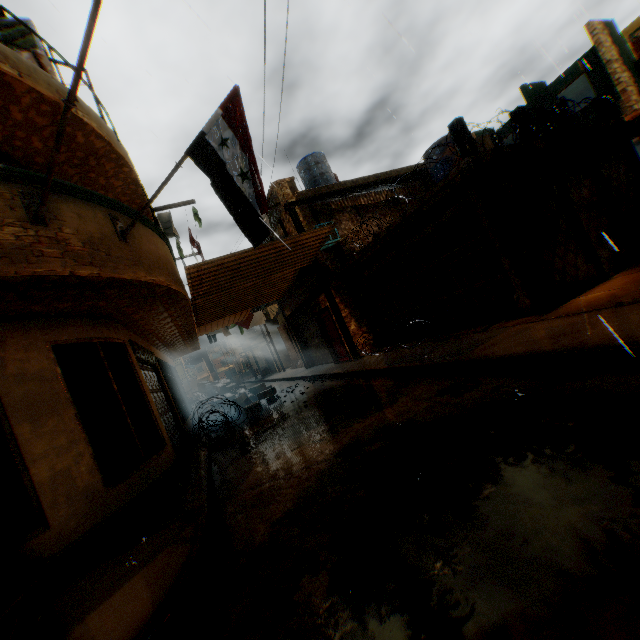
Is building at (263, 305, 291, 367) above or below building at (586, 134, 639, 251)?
above

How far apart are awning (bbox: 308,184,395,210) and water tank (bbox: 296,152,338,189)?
2.2m

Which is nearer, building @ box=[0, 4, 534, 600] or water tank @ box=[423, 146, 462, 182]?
building @ box=[0, 4, 534, 600]

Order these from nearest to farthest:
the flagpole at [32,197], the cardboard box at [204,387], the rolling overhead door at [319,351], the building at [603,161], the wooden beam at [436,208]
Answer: the flagpole at [32,197], the wooden beam at [436,208], the building at [603,161], the cardboard box at [204,387], the rolling overhead door at [319,351]

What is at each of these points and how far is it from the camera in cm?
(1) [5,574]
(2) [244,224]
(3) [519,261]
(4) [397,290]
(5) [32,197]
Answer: (1) cardboard box, 250
(2) flag, 473
(3) wooden beam, 675
(4) wooden gate, 1101
(5) flagpole, 390

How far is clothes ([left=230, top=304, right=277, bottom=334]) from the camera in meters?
17.0 m

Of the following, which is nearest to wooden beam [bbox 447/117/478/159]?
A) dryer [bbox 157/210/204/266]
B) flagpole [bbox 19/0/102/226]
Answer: flagpole [bbox 19/0/102/226]

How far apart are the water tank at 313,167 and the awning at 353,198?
2.20m
